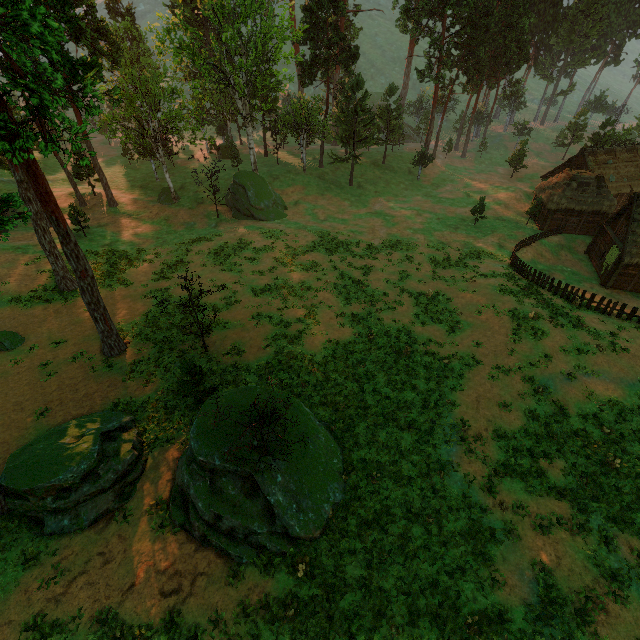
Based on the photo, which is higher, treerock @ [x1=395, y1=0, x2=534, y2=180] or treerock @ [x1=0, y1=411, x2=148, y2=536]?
treerock @ [x1=395, y1=0, x2=534, y2=180]

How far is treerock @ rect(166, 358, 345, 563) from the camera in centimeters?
1278cm

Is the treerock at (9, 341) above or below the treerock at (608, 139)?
below

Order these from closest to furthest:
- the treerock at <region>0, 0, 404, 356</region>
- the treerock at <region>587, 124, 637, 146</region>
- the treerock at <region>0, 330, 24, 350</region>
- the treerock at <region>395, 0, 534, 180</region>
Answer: the treerock at <region>0, 0, 404, 356</region> < the treerock at <region>0, 330, 24, 350</region> < the treerock at <region>395, 0, 534, 180</region> < the treerock at <region>587, 124, 637, 146</region>

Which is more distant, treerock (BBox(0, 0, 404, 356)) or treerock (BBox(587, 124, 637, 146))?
treerock (BBox(587, 124, 637, 146))

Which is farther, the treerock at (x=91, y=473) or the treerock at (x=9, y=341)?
the treerock at (x=9, y=341)

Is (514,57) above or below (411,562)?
above
